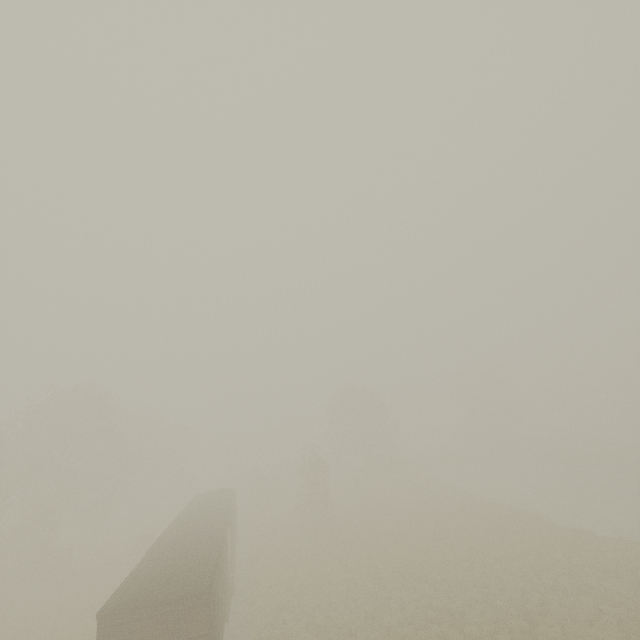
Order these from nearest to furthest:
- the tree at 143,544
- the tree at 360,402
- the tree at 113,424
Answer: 1. the tree at 113,424
2. the tree at 143,544
3. the tree at 360,402

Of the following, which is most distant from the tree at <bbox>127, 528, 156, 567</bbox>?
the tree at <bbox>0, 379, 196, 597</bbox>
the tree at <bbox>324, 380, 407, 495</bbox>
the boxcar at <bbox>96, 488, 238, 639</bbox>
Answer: the tree at <bbox>324, 380, 407, 495</bbox>

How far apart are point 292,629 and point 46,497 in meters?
23.0 m

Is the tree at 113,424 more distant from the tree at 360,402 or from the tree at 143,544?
the tree at 360,402

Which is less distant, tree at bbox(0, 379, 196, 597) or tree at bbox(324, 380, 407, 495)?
tree at bbox(0, 379, 196, 597)

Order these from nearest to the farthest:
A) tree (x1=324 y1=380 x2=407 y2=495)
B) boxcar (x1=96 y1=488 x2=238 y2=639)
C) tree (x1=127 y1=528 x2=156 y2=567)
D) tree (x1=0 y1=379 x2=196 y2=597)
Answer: boxcar (x1=96 y1=488 x2=238 y2=639) < tree (x1=0 y1=379 x2=196 y2=597) < tree (x1=127 y1=528 x2=156 y2=567) < tree (x1=324 y1=380 x2=407 y2=495)

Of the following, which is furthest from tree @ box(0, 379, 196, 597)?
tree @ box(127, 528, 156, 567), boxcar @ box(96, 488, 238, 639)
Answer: boxcar @ box(96, 488, 238, 639)
